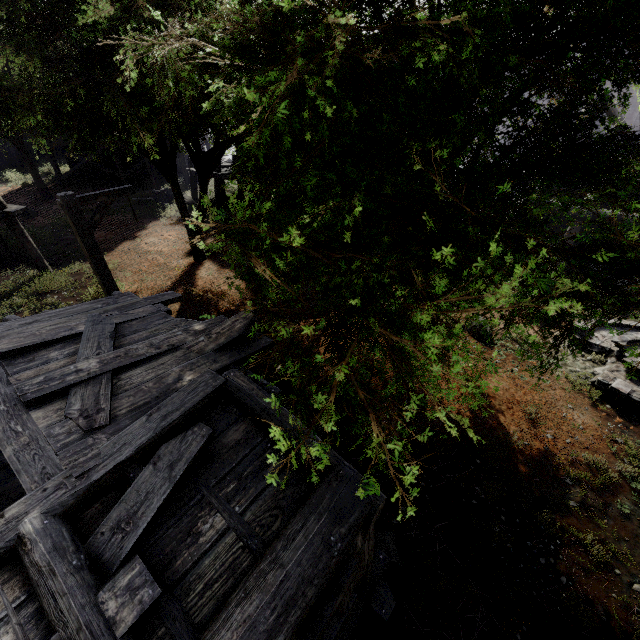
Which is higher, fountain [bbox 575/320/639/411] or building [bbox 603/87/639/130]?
building [bbox 603/87/639/130]

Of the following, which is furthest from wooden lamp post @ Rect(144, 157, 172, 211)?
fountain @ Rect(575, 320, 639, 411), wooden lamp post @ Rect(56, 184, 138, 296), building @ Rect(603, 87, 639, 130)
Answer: fountain @ Rect(575, 320, 639, 411)

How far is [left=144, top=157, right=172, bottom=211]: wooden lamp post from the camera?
19.2 meters

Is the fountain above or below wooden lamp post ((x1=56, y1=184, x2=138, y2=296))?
below

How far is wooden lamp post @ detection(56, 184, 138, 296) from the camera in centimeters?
686cm

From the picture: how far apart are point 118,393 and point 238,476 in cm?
214

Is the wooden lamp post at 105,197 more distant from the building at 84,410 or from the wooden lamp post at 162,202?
the wooden lamp post at 162,202

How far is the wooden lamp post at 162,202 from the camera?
19.2 meters
